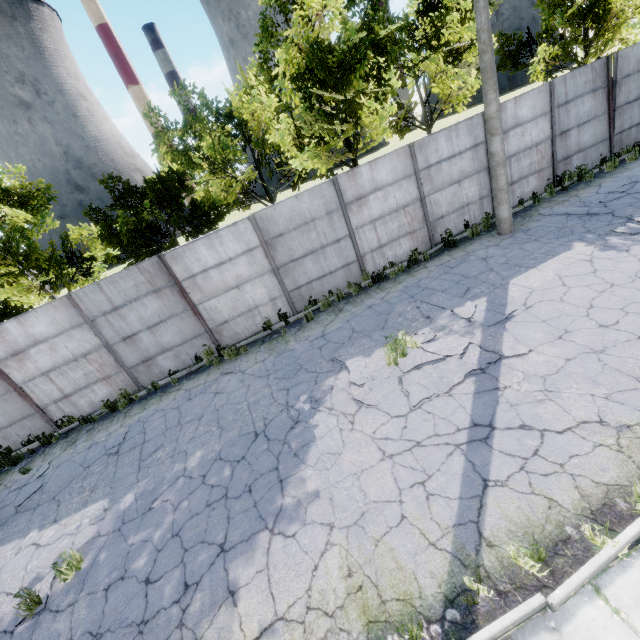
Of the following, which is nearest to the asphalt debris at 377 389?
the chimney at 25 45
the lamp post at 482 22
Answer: the lamp post at 482 22

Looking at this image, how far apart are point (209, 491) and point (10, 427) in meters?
8.7

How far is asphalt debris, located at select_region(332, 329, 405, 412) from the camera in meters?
6.4 m

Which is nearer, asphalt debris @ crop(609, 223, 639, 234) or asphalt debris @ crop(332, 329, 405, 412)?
asphalt debris @ crop(332, 329, 405, 412)

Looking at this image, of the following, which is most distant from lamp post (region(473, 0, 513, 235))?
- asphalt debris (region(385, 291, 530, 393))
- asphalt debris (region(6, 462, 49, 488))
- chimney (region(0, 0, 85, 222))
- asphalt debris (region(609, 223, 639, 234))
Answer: chimney (region(0, 0, 85, 222))

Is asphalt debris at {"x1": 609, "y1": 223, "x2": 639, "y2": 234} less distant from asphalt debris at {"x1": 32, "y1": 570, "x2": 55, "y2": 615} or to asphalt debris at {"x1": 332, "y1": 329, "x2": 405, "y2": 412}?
asphalt debris at {"x1": 332, "y1": 329, "x2": 405, "y2": 412}

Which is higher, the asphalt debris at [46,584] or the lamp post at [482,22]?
the lamp post at [482,22]

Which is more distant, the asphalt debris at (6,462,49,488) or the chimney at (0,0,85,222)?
the chimney at (0,0,85,222)
